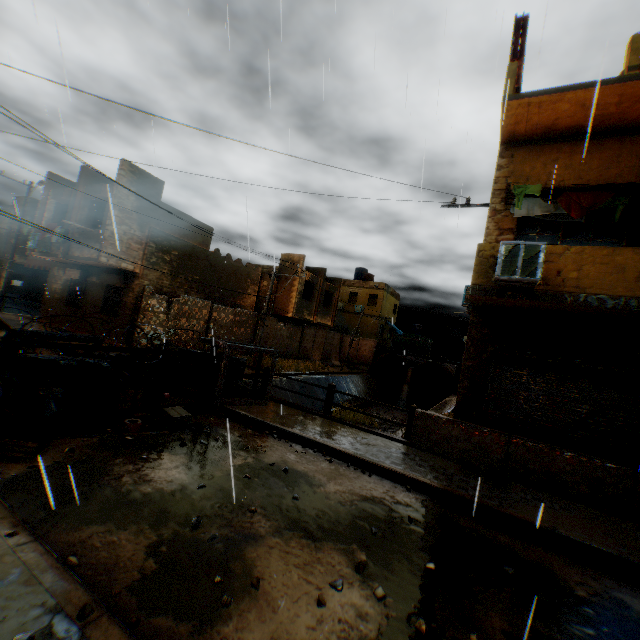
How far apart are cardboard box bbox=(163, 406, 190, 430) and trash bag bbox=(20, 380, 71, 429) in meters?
1.5 m

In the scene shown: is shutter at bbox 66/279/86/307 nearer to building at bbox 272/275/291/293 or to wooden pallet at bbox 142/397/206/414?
building at bbox 272/275/291/293

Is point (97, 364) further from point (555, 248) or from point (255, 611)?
point (555, 248)

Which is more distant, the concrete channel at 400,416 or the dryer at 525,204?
the concrete channel at 400,416

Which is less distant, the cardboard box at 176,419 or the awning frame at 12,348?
the awning frame at 12,348

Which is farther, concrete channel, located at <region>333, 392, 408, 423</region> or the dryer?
concrete channel, located at <region>333, 392, 408, 423</region>

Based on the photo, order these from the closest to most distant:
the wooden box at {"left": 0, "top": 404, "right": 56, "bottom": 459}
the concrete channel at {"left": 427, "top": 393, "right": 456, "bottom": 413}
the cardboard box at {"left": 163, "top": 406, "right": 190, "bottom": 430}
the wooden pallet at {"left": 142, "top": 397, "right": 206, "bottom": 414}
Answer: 1. the wooden box at {"left": 0, "top": 404, "right": 56, "bottom": 459}
2. the cardboard box at {"left": 163, "top": 406, "right": 190, "bottom": 430}
3. the wooden pallet at {"left": 142, "top": 397, "right": 206, "bottom": 414}
4. the concrete channel at {"left": 427, "top": 393, "right": 456, "bottom": 413}

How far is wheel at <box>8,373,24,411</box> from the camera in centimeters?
533cm
